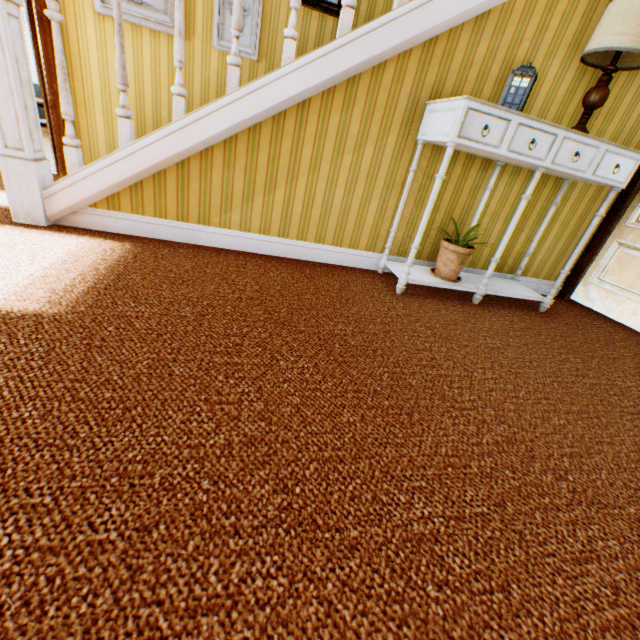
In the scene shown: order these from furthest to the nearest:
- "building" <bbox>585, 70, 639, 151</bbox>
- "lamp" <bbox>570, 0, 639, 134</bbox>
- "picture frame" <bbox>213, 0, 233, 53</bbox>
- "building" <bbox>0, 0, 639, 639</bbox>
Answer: "picture frame" <bbox>213, 0, 233, 53</bbox> < "building" <bbox>585, 70, 639, 151</bbox> < "lamp" <bbox>570, 0, 639, 134</bbox> < "building" <bbox>0, 0, 639, 639</bbox>

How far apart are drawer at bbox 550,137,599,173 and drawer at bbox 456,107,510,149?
0.06m

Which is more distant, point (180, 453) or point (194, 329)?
point (194, 329)

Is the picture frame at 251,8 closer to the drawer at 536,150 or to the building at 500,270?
the building at 500,270

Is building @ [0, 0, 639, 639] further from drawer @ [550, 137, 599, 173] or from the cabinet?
drawer @ [550, 137, 599, 173]

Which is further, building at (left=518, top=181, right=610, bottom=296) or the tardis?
building at (left=518, top=181, right=610, bottom=296)

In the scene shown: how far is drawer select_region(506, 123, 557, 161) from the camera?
2.13m

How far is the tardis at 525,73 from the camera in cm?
214
